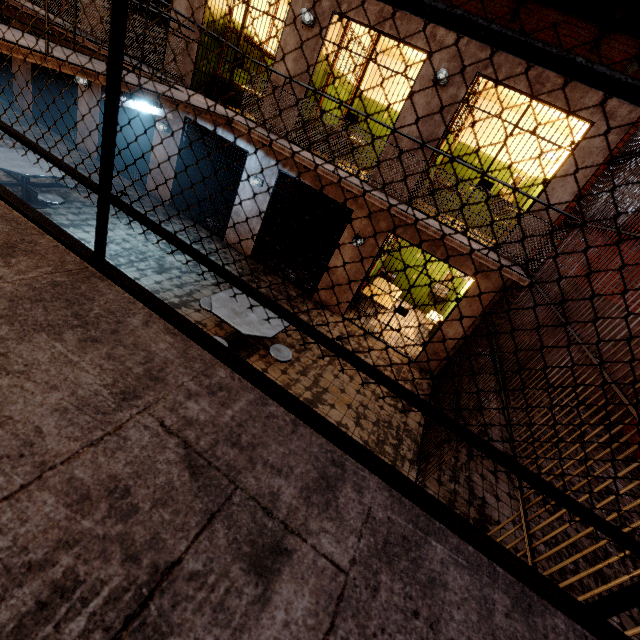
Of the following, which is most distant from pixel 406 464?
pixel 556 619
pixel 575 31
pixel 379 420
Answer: pixel 575 31

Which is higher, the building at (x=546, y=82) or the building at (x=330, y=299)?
the building at (x=546, y=82)

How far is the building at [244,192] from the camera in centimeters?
802cm

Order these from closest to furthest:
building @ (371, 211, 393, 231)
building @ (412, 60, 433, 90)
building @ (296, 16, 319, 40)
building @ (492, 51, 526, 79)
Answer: building @ (492, 51, 526, 79) → building @ (412, 60, 433, 90) → building @ (296, 16, 319, 40) → building @ (371, 211, 393, 231)

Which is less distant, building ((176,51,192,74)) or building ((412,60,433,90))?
building ((412,60,433,90))

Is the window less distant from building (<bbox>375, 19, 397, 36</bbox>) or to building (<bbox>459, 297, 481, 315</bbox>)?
building (<bbox>375, 19, 397, 36</bbox>)

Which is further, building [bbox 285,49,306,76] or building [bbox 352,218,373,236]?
building [bbox 352,218,373,236]
